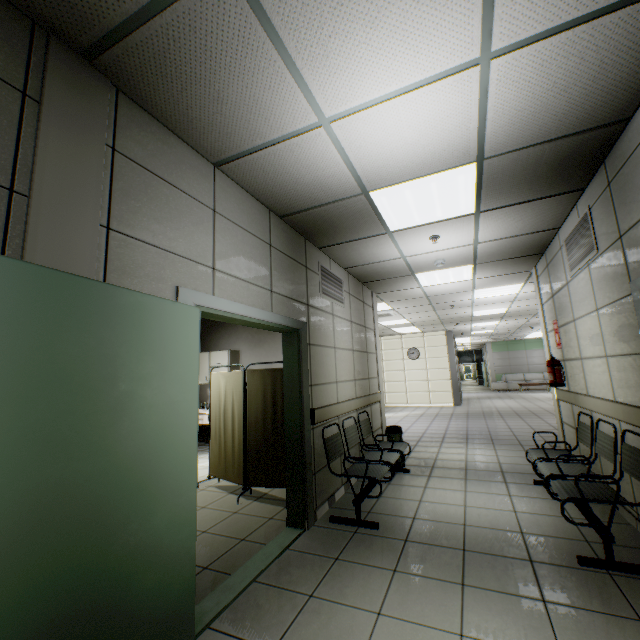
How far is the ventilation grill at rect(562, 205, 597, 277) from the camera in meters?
3.2 m

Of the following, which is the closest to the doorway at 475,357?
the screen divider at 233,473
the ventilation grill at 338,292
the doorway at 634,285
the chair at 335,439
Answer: the chair at 335,439

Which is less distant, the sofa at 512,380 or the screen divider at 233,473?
the screen divider at 233,473

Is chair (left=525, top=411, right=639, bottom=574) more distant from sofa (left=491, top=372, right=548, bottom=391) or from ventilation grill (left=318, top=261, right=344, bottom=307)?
sofa (left=491, top=372, right=548, bottom=391)

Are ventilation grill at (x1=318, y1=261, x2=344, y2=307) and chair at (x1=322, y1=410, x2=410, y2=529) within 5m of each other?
yes

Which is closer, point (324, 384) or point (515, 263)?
point (324, 384)

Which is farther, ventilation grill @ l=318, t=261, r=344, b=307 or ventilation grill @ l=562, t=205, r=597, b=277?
ventilation grill @ l=318, t=261, r=344, b=307

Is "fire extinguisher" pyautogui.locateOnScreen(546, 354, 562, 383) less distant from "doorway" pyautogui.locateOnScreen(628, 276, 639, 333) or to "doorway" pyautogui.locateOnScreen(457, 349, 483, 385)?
"doorway" pyautogui.locateOnScreen(628, 276, 639, 333)
